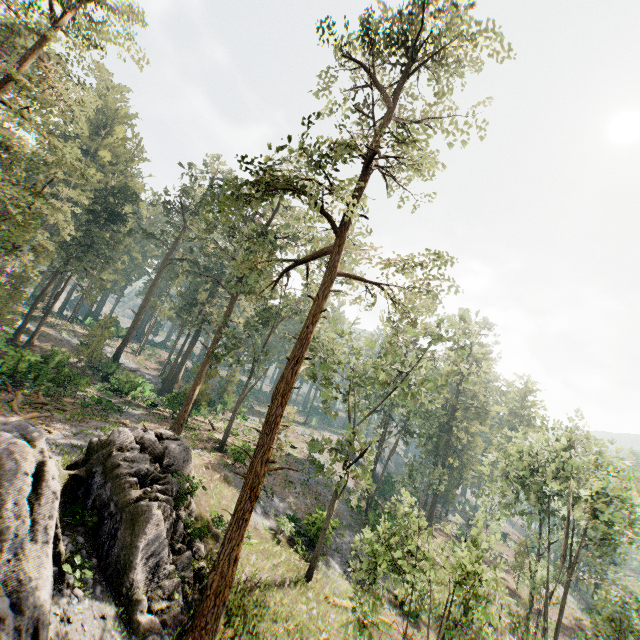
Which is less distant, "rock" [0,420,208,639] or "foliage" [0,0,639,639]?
"rock" [0,420,208,639]

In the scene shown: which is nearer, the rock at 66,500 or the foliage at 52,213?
the rock at 66,500

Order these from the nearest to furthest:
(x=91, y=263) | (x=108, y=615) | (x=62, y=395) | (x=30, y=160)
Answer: (x=108, y=615) < (x=30, y=160) < (x=62, y=395) < (x=91, y=263)
